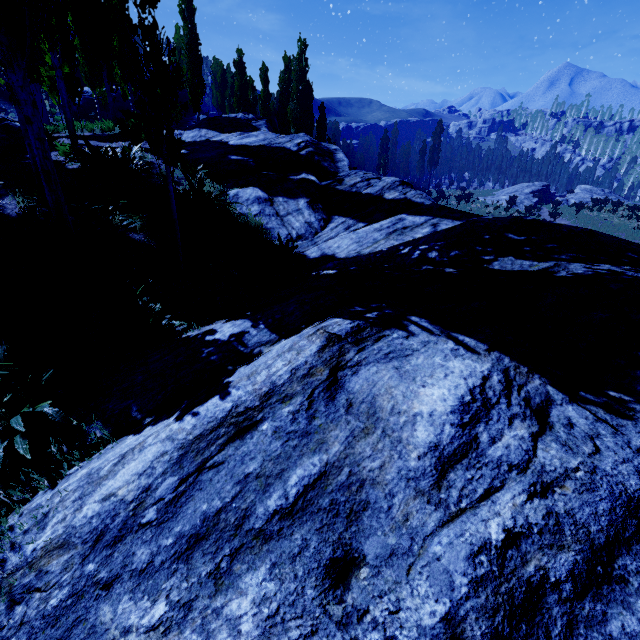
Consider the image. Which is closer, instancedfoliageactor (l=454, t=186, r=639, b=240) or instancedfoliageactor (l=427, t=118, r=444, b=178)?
instancedfoliageactor (l=454, t=186, r=639, b=240)

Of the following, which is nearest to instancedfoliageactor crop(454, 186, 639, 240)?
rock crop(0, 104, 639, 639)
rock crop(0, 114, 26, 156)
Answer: rock crop(0, 104, 639, 639)

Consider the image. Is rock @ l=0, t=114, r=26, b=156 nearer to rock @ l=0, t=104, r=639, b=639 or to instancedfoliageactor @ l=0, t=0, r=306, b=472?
instancedfoliageactor @ l=0, t=0, r=306, b=472

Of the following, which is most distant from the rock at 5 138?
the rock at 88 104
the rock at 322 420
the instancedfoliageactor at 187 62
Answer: the rock at 88 104

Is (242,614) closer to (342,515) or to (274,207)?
(342,515)

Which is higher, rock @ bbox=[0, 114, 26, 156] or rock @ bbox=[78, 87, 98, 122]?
rock @ bbox=[78, 87, 98, 122]

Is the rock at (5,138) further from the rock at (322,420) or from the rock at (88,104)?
the rock at (88,104)
